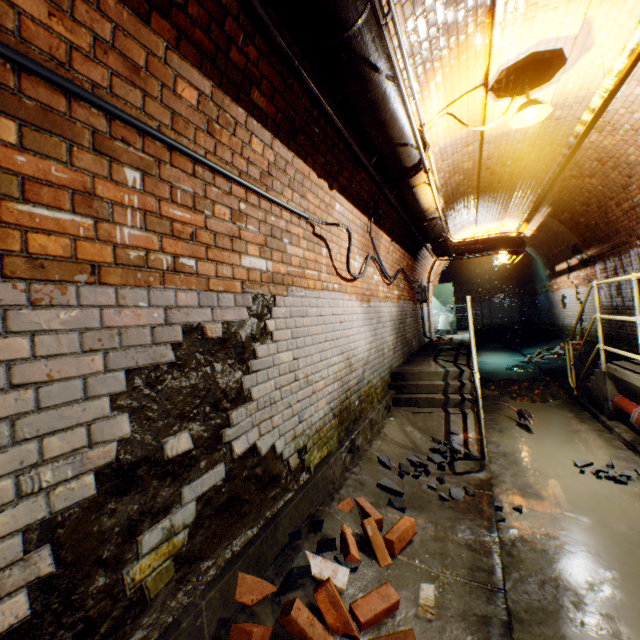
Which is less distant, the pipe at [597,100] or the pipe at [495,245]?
the pipe at [597,100]

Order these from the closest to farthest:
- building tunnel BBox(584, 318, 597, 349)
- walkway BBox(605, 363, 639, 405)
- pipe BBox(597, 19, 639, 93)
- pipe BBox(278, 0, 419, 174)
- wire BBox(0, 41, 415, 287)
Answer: wire BBox(0, 41, 415, 287) → pipe BBox(278, 0, 419, 174) → pipe BBox(597, 19, 639, 93) → walkway BBox(605, 363, 639, 405) → building tunnel BBox(584, 318, 597, 349)

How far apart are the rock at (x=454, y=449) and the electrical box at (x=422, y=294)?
5.5m

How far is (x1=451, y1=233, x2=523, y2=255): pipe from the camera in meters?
9.2 m

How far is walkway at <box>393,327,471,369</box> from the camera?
6.1m

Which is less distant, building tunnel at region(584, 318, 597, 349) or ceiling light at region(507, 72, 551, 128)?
ceiling light at region(507, 72, 551, 128)

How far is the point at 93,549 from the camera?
1.3m

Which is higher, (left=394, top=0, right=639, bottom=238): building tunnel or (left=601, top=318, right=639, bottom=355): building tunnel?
(left=394, top=0, right=639, bottom=238): building tunnel
